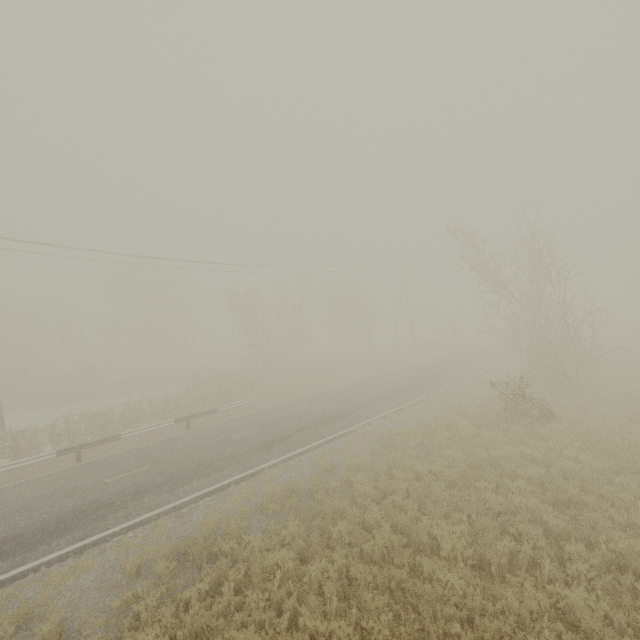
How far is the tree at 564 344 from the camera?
14.34m

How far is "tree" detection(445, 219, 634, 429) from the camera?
14.34m

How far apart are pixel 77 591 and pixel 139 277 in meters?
48.4 m
